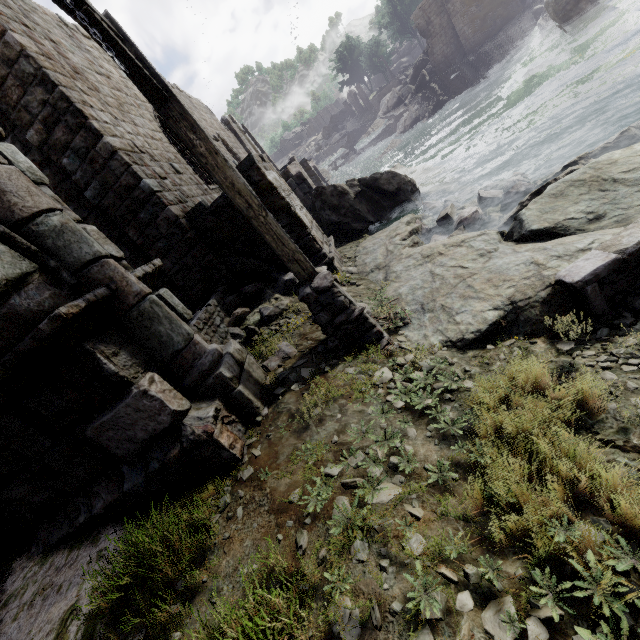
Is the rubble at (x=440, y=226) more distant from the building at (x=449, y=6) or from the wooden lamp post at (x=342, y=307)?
the building at (x=449, y=6)

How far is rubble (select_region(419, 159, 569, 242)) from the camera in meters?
7.7

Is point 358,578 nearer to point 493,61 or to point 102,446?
point 102,446

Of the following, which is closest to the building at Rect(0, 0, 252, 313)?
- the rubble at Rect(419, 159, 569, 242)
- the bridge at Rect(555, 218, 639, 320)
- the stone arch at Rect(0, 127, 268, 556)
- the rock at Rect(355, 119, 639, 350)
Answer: the stone arch at Rect(0, 127, 268, 556)

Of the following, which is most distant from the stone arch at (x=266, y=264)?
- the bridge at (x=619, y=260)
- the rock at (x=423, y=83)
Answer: the rock at (x=423, y=83)

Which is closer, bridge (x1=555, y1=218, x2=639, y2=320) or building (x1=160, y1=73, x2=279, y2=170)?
bridge (x1=555, y1=218, x2=639, y2=320)

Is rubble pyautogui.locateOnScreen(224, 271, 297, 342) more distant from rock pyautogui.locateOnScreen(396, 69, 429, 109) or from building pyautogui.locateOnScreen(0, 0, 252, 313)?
rock pyautogui.locateOnScreen(396, 69, 429, 109)

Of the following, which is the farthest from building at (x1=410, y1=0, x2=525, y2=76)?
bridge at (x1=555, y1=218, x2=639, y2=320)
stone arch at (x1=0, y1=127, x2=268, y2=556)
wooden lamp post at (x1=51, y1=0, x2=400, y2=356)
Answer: bridge at (x1=555, y1=218, x2=639, y2=320)
